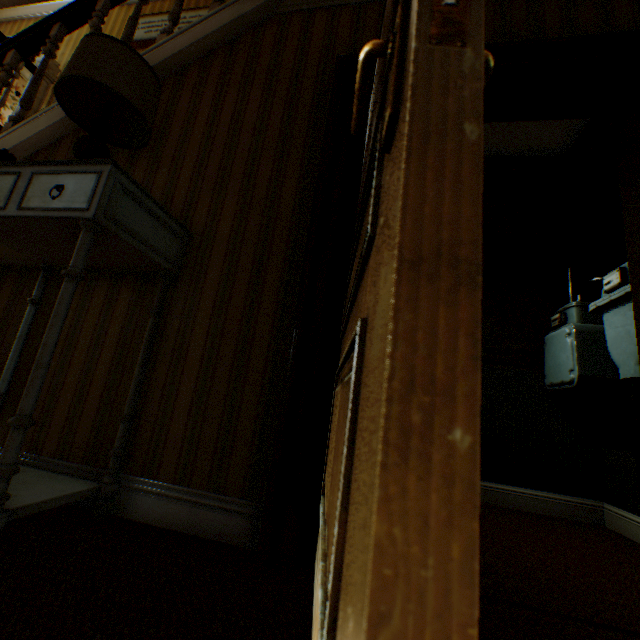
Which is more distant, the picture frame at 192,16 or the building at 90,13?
the picture frame at 192,16

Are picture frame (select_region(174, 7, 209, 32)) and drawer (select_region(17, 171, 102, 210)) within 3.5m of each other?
no

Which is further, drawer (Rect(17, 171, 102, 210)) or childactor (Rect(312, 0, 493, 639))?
drawer (Rect(17, 171, 102, 210))

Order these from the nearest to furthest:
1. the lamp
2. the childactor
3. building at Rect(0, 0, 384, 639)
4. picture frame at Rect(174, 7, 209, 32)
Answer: the childactor < building at Rect(0, 0, 384, 639) < the lamp < picture frame at Rect(174, 7, 209, 32)

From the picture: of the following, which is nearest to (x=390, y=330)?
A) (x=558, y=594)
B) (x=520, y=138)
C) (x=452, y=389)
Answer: (x=452, y=389)

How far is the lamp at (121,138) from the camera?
1.50m

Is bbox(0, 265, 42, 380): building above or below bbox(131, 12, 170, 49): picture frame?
below

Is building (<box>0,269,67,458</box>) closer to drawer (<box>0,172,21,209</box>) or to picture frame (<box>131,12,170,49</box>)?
picture frame (<box>131,12,170,49</box>)
